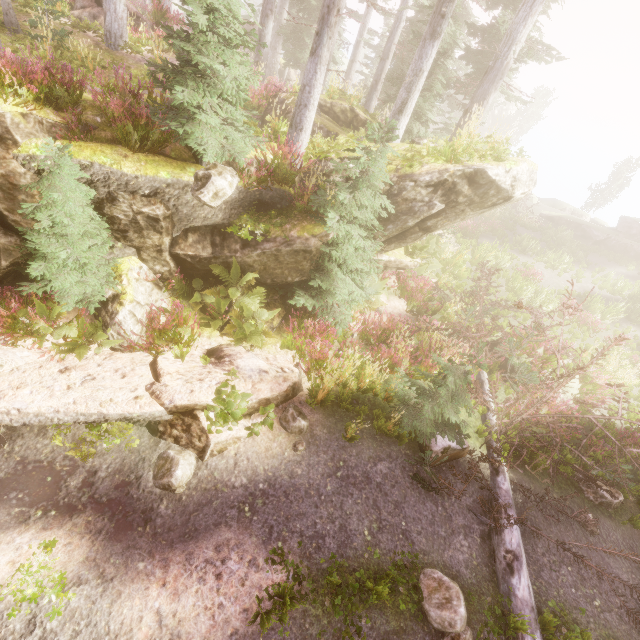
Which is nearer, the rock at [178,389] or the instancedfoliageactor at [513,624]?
the instancedfoliageactor at [513,624]

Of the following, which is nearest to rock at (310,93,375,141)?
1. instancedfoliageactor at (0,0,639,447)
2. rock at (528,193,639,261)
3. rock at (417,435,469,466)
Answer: instancedfoliageactor at (0,0,639,447)

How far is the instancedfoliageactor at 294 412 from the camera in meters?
6.3 m

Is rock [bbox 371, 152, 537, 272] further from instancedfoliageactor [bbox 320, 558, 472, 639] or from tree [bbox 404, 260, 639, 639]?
tree [bbox 404, 260, 639, 639]

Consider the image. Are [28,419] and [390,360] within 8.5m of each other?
yes

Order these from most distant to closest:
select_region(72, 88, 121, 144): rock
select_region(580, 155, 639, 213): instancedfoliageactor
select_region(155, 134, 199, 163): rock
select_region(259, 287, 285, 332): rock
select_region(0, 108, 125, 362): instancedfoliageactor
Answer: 1. select_region(580, 155, 639, 213): instancedfoliageactor
2. select_region(259, 287, 285, 332): rock
3. select_region(155, 134, 199, 163): rock
4. select_region(72, 88, 121, 144): rock
5. select_region(0, 108, 125, 362): instancedfoliageactor

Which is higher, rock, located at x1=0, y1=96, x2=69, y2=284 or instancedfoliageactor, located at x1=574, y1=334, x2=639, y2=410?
rock, located at x1=0, y1=96, x2=69, y2=284

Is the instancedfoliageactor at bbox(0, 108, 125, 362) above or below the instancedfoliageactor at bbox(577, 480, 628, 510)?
above
